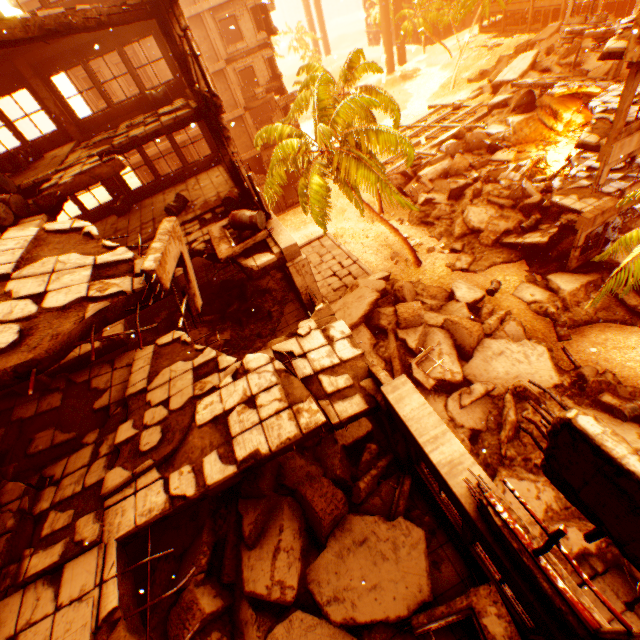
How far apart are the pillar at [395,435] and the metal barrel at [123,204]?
14.37m

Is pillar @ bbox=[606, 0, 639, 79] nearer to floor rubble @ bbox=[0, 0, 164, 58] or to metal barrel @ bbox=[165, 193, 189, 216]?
floor rubble @ bbox=[0, 0, 164, 58]

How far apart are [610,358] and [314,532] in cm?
1539

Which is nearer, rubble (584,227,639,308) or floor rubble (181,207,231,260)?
rubble (584,227,639,308)

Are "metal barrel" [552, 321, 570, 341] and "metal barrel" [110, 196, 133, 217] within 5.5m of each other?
no

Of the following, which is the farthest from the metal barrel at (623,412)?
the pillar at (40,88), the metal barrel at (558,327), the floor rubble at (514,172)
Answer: the pillar at (40,88)

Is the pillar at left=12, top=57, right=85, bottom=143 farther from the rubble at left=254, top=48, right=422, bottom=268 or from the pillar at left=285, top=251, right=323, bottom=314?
the pillar at left=285, top=251, right=323, bottom=314

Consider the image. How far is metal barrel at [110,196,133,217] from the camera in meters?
14.1
